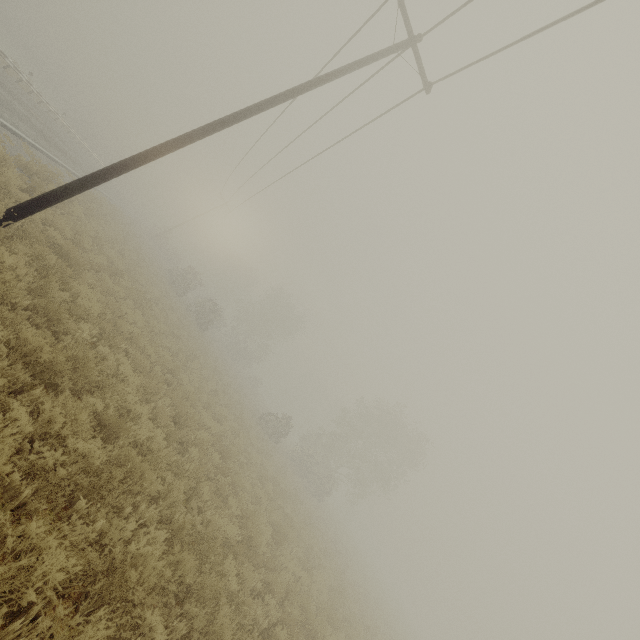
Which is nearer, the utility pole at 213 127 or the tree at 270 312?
the utility pole at 213 127

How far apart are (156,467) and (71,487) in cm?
226

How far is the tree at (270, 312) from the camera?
48.0 meters

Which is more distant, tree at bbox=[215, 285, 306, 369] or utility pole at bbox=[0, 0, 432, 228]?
tree at bbox=[215, 285, 306, 369]

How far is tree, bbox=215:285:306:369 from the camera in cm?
4796
